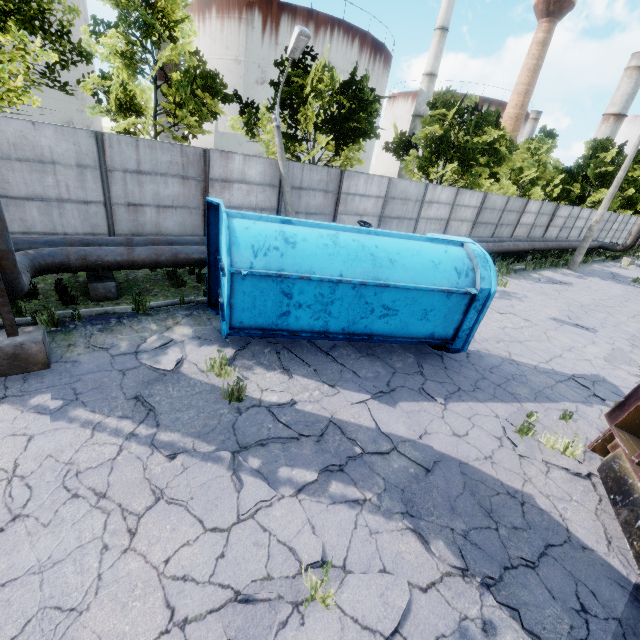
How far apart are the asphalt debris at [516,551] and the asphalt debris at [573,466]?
1.47m

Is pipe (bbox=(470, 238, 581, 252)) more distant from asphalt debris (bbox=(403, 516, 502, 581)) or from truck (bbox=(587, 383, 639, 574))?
truck (bbox=(587, 383, 639, 574))

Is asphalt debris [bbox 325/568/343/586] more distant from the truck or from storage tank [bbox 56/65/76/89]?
storage tank [bbox 56/65/76/89]

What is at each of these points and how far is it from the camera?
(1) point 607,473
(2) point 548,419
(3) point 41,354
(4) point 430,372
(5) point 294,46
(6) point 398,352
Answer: (1) truck, 5.1 meters
(2) asphalt debris, 6.5 meters
(3) pipe holder, 5.5 meters
(4) asphalt debris, 7.4 meters
(5) lamp post, 10.0 meters
(6) asphalt debris, 7.9 meters

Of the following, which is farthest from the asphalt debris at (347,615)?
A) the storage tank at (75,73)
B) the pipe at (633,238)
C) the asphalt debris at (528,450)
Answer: the storage tank at (75,73)

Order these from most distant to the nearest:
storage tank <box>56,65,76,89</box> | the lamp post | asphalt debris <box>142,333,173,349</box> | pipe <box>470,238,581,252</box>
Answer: storage tank <box>56,65,76,89</box> < pipe <box>470,238,581,252</box> < the lamp post < asphalt debris <box>142,333,173,349</box>

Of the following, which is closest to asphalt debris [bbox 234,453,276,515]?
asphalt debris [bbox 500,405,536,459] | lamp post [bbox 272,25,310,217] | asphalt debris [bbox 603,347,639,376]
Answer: asphalt debris [bbox 500,405,536,459]

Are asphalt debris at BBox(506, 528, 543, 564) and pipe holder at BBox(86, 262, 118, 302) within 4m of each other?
no
